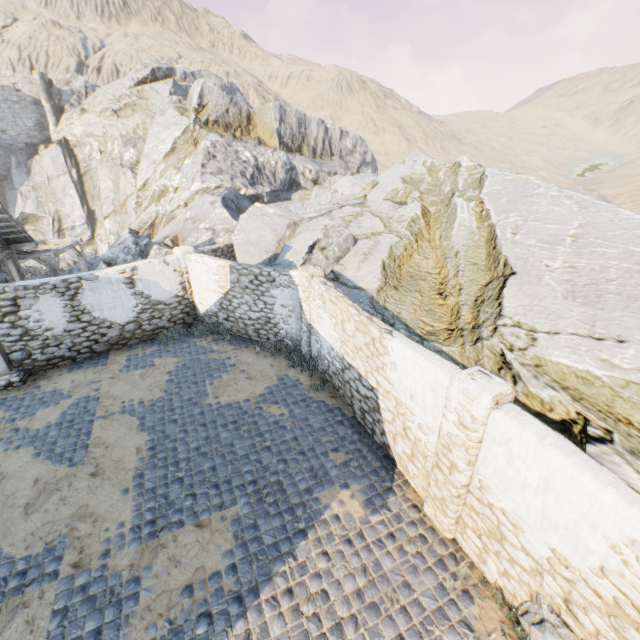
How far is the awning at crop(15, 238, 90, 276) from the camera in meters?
12.8 m

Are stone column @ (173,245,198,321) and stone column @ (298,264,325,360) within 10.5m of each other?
yes

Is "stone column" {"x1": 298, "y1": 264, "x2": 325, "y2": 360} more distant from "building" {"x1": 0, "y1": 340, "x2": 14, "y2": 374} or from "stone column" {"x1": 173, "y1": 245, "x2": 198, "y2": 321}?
"building" {"x1": 0, "y1": 340, "x2": 14, "y2": 374}

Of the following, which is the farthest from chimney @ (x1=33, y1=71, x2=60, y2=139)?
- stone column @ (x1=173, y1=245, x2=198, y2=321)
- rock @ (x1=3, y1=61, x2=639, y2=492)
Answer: stone column @ (x1=173, y1=245, x2=198, y2=321)

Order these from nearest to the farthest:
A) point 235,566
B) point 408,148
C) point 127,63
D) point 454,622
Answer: point 454,622 → point 235,566 → point 127,63 → point 408,148

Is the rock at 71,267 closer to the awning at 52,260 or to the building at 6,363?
the awning at 52,260

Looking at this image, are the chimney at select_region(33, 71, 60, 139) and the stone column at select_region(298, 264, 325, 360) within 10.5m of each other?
no

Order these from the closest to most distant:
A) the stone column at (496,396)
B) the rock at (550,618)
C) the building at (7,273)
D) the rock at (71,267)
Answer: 1. the rock at (550,618)
2. the stone column at (496,396)
3. the building at (7,273)
4. the rock at (71,267)
